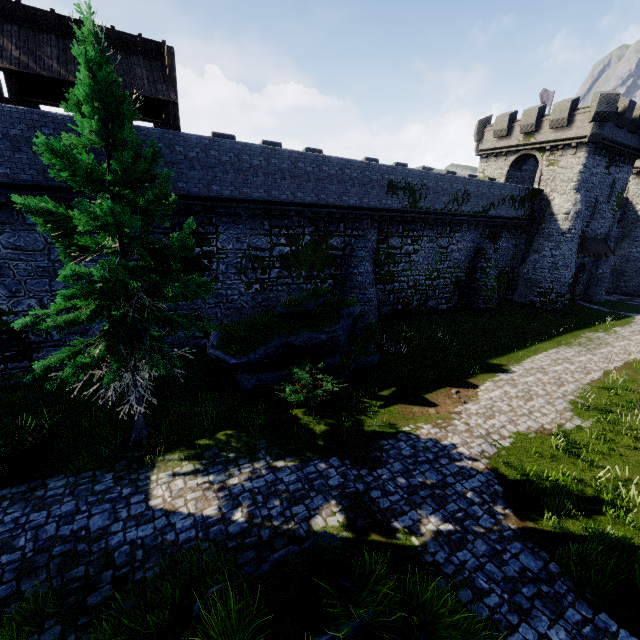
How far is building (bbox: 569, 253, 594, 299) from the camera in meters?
30.9 m

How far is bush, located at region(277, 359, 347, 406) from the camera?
11.6m

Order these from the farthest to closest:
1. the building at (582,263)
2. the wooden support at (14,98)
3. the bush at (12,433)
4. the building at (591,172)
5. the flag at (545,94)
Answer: the flag at (545,94), the building at (582,263), the building at (591,172), the wooden support at (14,98), the bush at (12,433)

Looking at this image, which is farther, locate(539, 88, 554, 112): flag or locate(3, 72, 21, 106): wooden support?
locate(539, 88, 554, 112): flag

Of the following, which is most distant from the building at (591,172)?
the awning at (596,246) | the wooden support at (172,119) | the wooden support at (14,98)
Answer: the wooden support at (14,98)

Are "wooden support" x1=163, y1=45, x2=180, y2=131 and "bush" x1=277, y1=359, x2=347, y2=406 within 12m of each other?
yes

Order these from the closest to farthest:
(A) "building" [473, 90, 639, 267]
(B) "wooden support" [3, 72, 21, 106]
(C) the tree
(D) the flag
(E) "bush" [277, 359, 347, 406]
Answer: (C) the tree < (E) "bush" [277, 359, 347, 406] < (B) "wooden support" [3, 72, 21, 106] < (A) "building" [473, 90, 639, 267] < (D) the flag

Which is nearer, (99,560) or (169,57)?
(99,560)
